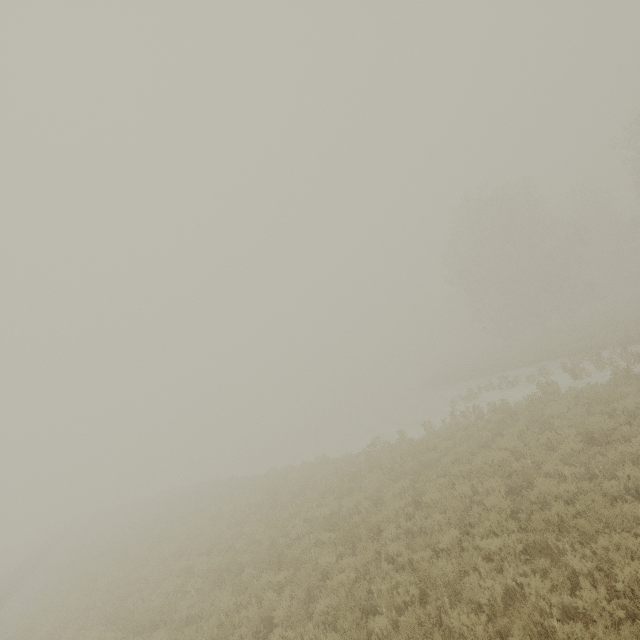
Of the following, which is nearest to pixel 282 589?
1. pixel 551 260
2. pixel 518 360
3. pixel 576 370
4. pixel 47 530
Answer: pixel 576 370
